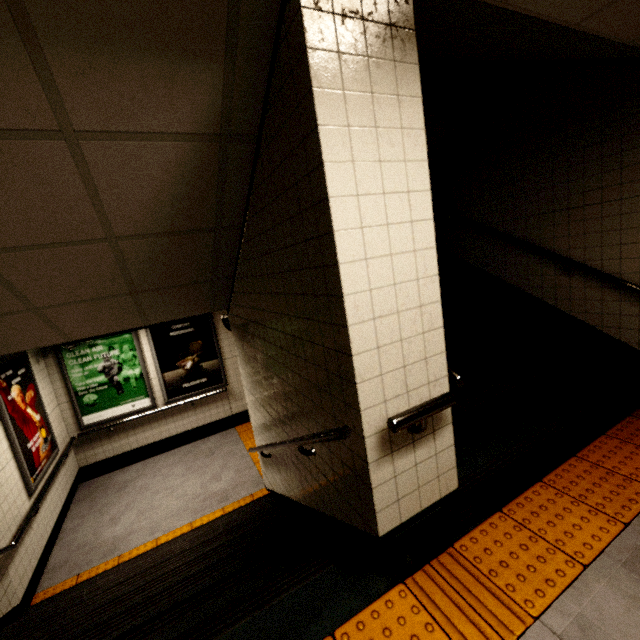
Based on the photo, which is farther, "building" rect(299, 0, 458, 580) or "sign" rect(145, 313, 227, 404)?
"sign" rect(145, 313, 227, 404)

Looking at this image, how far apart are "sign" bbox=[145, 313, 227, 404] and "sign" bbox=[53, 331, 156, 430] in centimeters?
13cm

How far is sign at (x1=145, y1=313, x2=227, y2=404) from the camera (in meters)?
6.46

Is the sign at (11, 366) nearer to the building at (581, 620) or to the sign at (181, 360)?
the sign at (181, 360)

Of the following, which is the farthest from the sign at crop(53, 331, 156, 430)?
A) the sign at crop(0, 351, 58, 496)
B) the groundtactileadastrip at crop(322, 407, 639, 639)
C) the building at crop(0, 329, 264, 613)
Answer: the groundtactileadastrip at crop(322, 407, 639, 639)

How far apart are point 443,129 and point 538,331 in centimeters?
313cm

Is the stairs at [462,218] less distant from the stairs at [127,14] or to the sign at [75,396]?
the stairs at [127,14]

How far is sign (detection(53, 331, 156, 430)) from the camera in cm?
586
